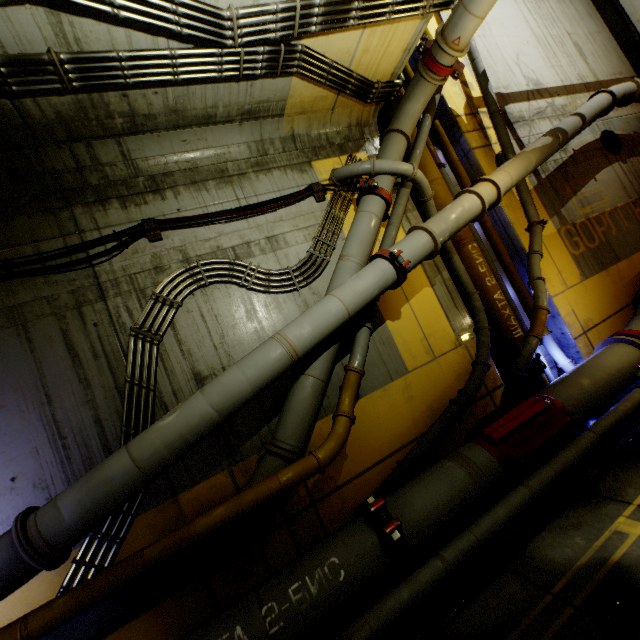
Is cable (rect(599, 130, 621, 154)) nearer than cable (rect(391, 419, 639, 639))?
No

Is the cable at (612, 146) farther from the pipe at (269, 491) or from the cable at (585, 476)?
the cable at (585, 476)

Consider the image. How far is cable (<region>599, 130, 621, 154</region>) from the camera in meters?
9.6

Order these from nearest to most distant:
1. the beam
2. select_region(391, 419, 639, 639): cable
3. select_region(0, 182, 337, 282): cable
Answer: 1. select_region(391, 419, 639, 639): cable
2. select_region(0, 182, 337, 282): cable
3. the beam

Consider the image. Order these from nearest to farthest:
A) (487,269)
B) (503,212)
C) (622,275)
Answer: (487,269) < (503,212) < (622,275)

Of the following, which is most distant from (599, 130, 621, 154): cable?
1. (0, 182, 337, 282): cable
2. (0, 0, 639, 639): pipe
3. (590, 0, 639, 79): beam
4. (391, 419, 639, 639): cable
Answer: (0, 182, 337, 282): cable

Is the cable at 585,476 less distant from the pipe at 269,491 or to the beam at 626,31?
the pipe at 269,491

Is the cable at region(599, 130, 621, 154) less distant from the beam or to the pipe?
the pipe
